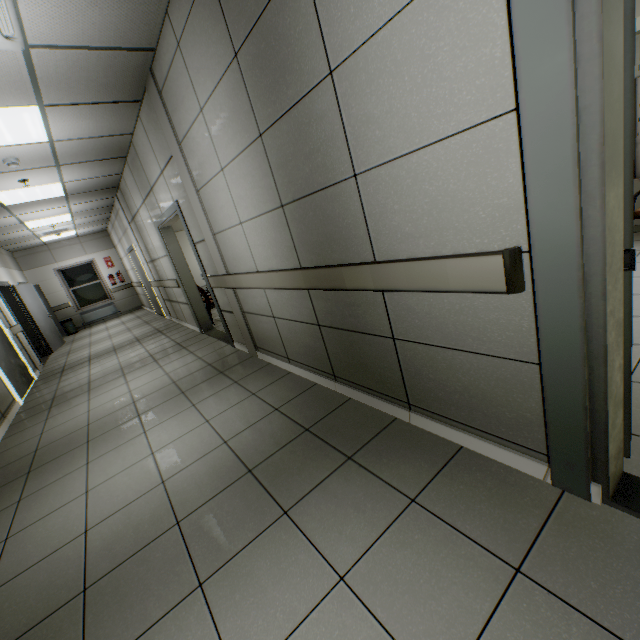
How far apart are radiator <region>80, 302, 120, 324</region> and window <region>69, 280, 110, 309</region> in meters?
0.1

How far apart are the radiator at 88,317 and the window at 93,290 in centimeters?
12cm

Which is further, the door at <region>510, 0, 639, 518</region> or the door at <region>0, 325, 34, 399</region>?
the door at <region>0, 325, 34, 399</region>

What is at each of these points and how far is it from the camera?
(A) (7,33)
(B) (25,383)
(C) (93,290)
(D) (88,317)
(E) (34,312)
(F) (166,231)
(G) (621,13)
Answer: (A) air conditioning vent, 2.2m
(B) door, 5.9m
(C) window, 12.7m
(D) radiator, 12.5m
(E) door, 9.0m
(F) door, 5.7m
(G) door, 0.9m

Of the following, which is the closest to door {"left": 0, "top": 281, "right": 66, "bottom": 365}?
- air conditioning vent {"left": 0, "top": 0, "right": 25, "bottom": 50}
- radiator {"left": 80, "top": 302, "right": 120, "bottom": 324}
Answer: radiator {"left": 80, "top": 302, "right": 120, "bottom": 324}

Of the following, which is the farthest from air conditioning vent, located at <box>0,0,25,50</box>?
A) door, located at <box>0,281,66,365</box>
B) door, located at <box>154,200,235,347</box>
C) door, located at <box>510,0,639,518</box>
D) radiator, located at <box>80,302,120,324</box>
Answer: radiator, located at <box>80,302,120,324</box>

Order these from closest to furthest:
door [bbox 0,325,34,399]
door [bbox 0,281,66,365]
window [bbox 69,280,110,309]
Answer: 1. door [bbox 0,325,34,399]
2. door [bbox 0,281,66,365]
3. window [bbox 69,280,110,309]

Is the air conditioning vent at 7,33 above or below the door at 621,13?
above
